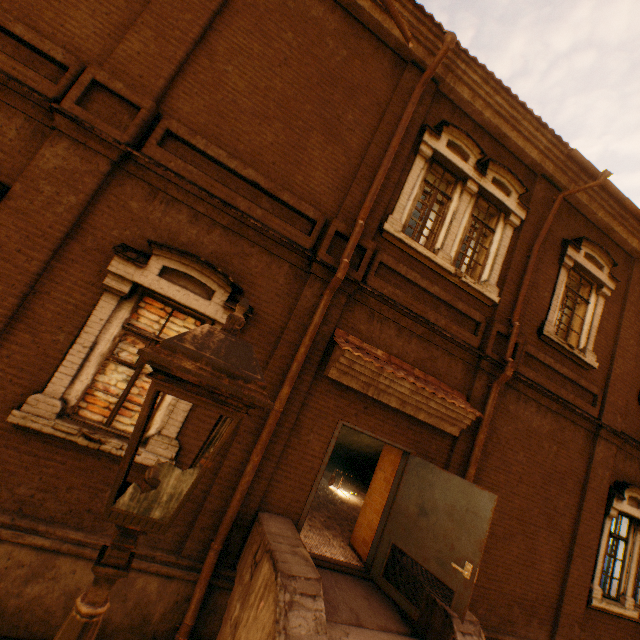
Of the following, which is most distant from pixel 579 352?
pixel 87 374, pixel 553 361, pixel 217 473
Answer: pixel 87 374

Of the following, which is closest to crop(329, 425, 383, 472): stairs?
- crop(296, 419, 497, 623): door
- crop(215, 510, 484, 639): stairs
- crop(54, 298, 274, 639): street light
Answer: crop(296, 419, 497, 623): door

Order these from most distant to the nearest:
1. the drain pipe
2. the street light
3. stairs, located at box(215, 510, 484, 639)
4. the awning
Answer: the awning, the drain pipe, stairs, located at box(215, 510, 484, 639), the street light

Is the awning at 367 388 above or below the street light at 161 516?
above

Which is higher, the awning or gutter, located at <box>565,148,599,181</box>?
gutter, located at <box>565,148,599,181</box>

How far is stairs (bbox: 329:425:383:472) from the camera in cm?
1189

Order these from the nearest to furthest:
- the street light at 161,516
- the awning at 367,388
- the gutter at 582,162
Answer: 1. the street light at 161,516
2. the awning at 367,388
3. the gutter at 582,162

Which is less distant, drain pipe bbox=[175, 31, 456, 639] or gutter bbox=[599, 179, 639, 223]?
drain pipe bbox=[175, 31, 456, 639]
